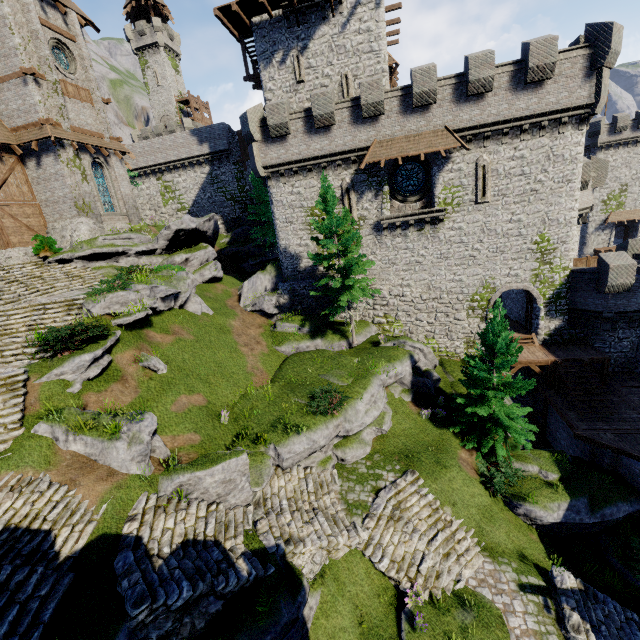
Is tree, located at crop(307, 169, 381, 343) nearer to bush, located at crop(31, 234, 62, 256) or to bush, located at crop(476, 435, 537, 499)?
bush, located at crop(476, 435, 537, 499)

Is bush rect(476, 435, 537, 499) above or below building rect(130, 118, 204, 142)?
below

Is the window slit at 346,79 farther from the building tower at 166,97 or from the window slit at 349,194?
the building tower at 166,97

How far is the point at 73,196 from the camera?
22.3m

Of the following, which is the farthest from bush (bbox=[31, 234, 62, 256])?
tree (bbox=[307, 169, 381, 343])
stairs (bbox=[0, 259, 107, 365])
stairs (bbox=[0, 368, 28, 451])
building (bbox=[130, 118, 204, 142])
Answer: building (bbox=[130, 118, 204, 142])

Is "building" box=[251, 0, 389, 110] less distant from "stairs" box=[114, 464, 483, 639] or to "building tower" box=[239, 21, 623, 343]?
"building tower" box=[239, 21, 623, 343]

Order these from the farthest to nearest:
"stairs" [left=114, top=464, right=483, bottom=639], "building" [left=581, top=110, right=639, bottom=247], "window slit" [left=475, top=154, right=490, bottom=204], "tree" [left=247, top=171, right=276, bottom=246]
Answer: "building" [left=581, top=110, right=639, bottom=247]
"tree" [left=247, top=171, right=276, bottom=246]
"window slit" [left=475, top=154, right=490, bottom=204]
"stairs" [left=114, top=464, right=483, bottom=639]

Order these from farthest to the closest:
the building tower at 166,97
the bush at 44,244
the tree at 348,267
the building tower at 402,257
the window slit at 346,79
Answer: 1. the building tower at 166,97
2. the window slit at 346,79
3. the bush at 44,244
4. the tree at 348,267
5. the building tower at 402,257
